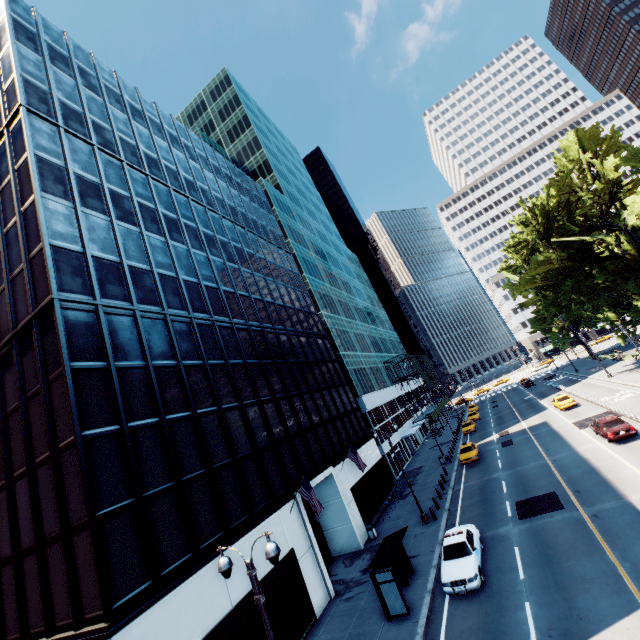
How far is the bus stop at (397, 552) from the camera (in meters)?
15.33

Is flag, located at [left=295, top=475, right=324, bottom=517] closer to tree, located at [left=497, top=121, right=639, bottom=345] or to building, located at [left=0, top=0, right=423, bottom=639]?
building, located at [left=0, top=0, right=423, bottom=639]

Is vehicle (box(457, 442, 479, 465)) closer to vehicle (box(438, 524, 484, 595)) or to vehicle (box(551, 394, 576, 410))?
vehicle (box(551, 394, 576, 410))

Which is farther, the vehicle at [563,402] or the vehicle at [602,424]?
the vehicle at [563,402]

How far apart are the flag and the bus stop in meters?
3.6

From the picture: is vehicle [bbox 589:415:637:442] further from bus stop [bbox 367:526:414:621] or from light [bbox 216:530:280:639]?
bus stop [bbox 367:526:414:621]

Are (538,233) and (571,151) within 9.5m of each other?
yes

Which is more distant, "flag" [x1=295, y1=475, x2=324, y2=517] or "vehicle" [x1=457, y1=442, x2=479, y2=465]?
"vehicle" [x1=457, y1=442, x2=479, y2=465]
